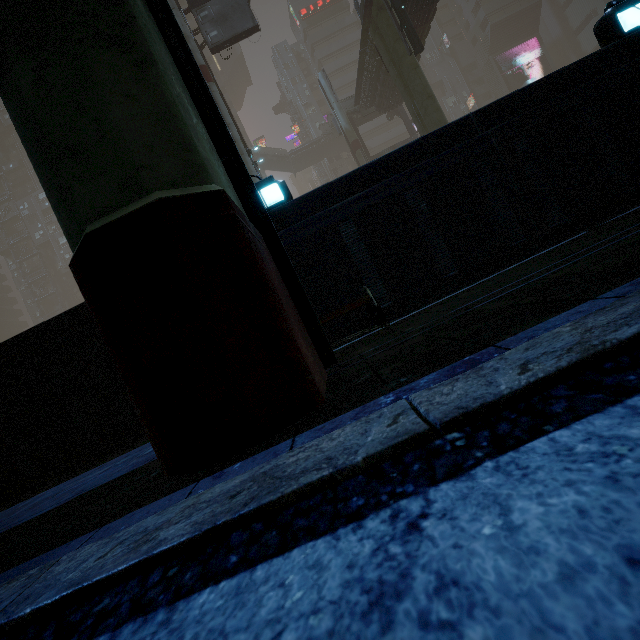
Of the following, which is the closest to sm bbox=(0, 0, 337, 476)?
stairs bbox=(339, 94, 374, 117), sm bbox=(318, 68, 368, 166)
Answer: stairs bbox=(339, 94, 374, 117)

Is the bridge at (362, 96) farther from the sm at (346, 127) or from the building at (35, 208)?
the sm at (346, 127)

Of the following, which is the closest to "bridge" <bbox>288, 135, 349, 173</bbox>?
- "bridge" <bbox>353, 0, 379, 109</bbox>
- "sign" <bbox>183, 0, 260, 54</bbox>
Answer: "bridge" <bbox>353, 0, 379, 109</bbox>

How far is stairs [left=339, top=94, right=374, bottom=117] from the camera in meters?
30.6 m

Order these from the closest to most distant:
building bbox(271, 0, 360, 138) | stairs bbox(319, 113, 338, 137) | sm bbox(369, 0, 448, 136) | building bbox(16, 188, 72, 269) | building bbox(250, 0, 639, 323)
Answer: building bbox(250, 0, 639, 323) → sm bbox(369, 0, 448, 136) → stairs bbox(319, 113, 338, 137) → building bbox(271, 0, 360, 138) → building bbox(16, 188, 72, 269)

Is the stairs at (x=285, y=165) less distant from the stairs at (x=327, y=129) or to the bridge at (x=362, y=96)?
the stairs at (x=327, y=129)

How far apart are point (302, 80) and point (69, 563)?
71.0m
